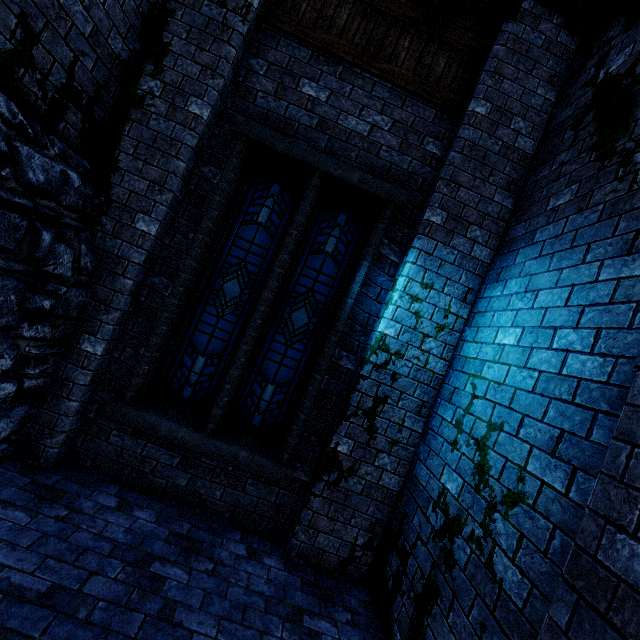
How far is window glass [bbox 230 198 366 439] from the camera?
4.3m

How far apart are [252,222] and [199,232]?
0.79m

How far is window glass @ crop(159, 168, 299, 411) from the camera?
4.3 meters

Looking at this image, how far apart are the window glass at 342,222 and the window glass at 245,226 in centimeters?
22cm

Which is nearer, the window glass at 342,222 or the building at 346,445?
the building at 346,445

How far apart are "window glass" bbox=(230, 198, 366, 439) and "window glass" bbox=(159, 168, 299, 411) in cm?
22

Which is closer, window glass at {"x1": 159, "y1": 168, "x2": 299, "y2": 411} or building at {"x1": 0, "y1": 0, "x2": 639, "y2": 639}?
building at {"x1": 0, "y1": 0, "x2": 639, "y2": 639}

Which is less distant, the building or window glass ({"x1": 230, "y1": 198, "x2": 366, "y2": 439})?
the building
